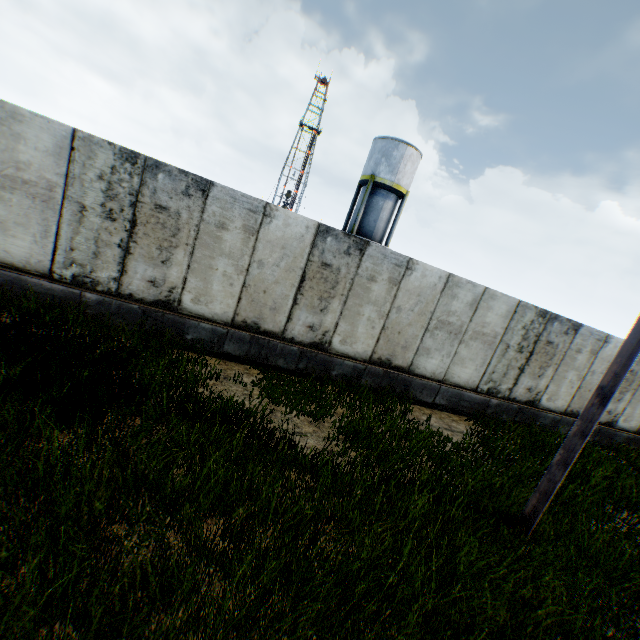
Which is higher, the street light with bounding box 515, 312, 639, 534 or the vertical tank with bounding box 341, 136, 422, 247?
the vertical tank with bounding box 341, 136, 422, 247

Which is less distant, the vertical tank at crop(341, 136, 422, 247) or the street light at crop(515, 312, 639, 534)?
the street light at crop(515, 312, 639, 534)

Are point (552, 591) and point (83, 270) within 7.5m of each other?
no

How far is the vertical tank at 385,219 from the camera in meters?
24.2 m

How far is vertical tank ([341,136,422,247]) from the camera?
24.2 meters

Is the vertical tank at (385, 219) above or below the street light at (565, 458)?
above
